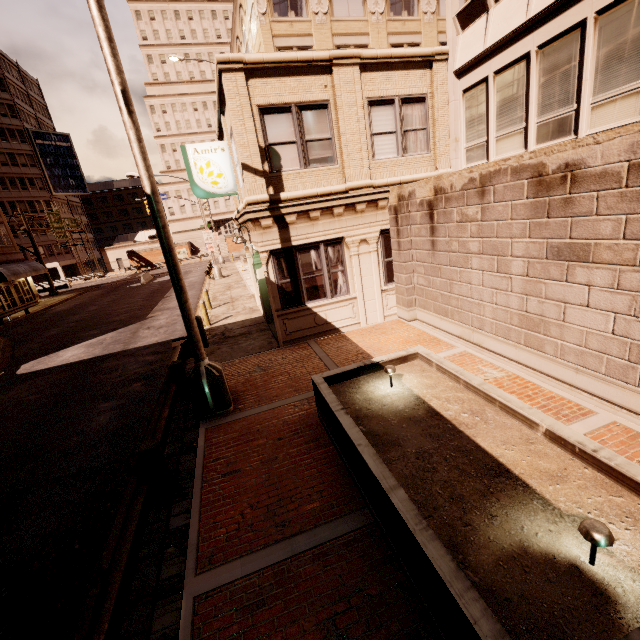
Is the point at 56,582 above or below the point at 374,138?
below

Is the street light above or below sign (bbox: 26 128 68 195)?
below

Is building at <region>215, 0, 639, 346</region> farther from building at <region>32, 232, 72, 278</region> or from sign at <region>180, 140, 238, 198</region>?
building at <region>32, 232, 72, 278</region>

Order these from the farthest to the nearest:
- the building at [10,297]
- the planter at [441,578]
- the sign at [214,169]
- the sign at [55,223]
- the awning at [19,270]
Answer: the sign at [55,223], the building at [10,297], the awning at [19,270], the sign at [214,169], the planter at [441,578]

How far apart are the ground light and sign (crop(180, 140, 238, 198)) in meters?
12.7

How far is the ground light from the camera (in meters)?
2.56

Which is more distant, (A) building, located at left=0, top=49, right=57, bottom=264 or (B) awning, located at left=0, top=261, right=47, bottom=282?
(A) building, located at left=0, top=49, right=57, bottom=264

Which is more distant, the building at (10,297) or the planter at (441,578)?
the building at (10,297)
